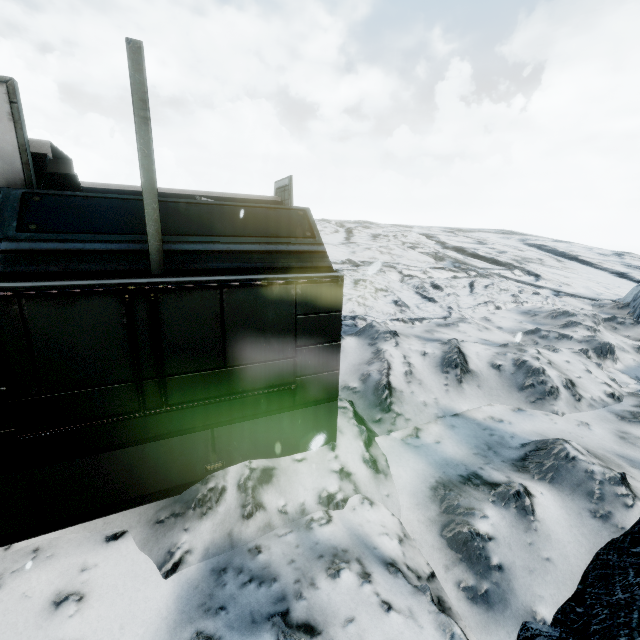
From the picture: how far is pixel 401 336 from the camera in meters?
8.8 m
